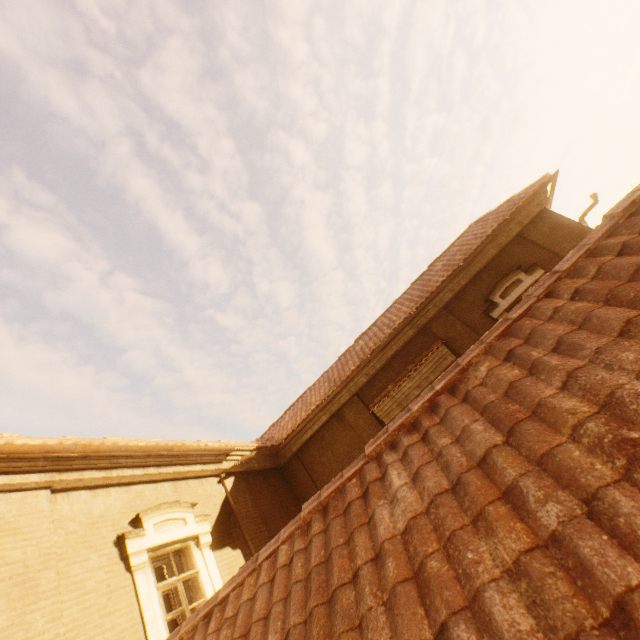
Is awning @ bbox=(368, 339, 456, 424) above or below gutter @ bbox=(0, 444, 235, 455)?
below

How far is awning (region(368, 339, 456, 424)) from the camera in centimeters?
959cm

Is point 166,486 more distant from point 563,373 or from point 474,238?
point 474,238

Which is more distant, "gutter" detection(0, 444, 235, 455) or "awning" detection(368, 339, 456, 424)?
"awning" detection(368, 339, 456, 424)

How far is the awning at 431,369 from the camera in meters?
9.6

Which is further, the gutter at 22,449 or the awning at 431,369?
the awning at 431,369
